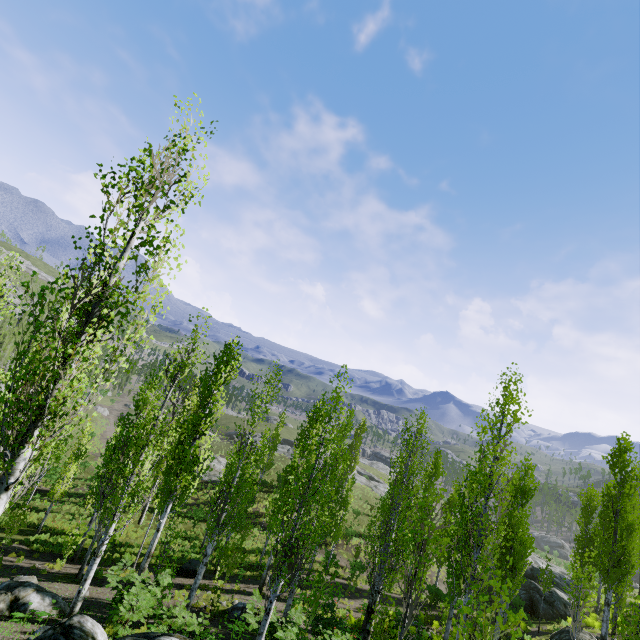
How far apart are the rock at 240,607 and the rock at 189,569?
4.7m

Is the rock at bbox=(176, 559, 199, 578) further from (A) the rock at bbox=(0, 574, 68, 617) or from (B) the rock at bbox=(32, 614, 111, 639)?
(B) the rock at bbox=(32, 614, 111, 639)

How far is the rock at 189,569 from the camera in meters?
19.7 m

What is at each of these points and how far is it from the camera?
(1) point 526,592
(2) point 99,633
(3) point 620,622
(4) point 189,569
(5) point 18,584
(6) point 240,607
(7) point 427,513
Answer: (1) rock, 29.2 meters
(2) rock, 7.6 meters
(3) instancedfoliageactor, 9.7 meters
(4) rock, 19.8 meters
(5) rock, 10.6 meters
(6) rock, 15.0 meters
(7) instancedfoliageactor, 27.5 meters

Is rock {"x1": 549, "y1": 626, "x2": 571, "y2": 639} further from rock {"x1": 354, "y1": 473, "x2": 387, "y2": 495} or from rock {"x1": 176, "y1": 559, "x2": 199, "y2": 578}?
rock {"x1": 176, "y1": 559, "x2": 199, "y2": 578}

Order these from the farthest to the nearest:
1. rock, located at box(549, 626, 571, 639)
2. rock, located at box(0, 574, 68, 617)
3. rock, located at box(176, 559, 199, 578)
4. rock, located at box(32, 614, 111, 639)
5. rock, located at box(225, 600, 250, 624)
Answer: rock, located at box(176, 559, 199, 578), rock, located at box(549, 626, 571, 639), rock, located at box(225, 600, 250, 624), rock, located at box(0, 574, 68, 617), rock, located at box(32, 614, 111, 639)

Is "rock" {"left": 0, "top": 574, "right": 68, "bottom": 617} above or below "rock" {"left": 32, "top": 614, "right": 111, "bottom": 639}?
below

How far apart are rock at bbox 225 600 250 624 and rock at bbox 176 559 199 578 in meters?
4.7
